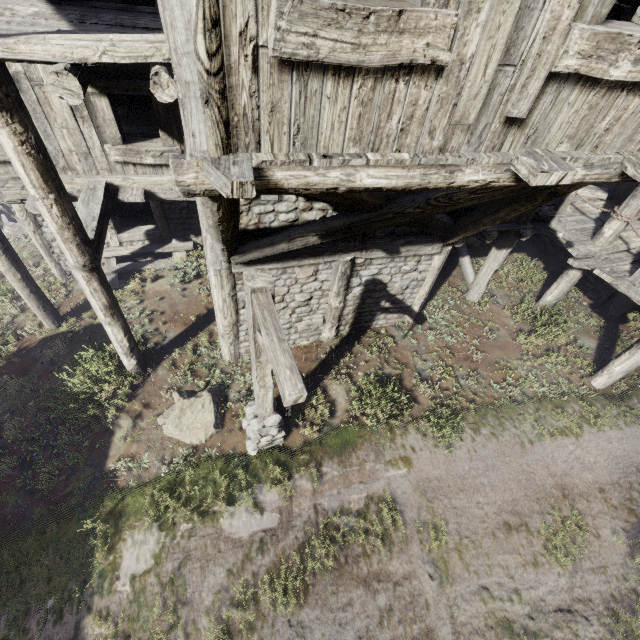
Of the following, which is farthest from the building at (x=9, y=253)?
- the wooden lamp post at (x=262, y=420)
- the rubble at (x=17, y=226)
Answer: the rubble at (x=17, y=226)

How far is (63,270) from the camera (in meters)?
10.40

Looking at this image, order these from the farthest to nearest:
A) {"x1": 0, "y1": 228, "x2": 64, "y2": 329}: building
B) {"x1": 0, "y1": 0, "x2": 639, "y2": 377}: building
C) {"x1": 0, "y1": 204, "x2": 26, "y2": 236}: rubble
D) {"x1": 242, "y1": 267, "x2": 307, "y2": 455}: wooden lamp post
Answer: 1. {"x1": 0, "y1": 204, "x2": 26, "y2": 236}: rubble
2. {"x1": 0, "y1": 228, "x2": 64, "y2": 329}: building
3. {"x1": 242, "y1": 267, "x2": 307, "y2": 455}: wooden lamp post
4. {"x1": 0, "y1": 0, "x2": 639, "y2": 377}: building

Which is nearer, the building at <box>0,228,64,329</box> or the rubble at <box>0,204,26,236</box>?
the building at <box>0,228,64,329</box>

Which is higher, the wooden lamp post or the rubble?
the wooden lamp post

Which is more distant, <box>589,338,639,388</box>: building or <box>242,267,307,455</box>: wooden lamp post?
<box>589,338,639,388</box>: building

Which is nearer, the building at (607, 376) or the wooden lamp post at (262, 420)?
the wooden lamp post at (262, 420)

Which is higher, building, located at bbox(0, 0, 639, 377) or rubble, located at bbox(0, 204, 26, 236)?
building, located at bbox(0, 0, 639, 377)
